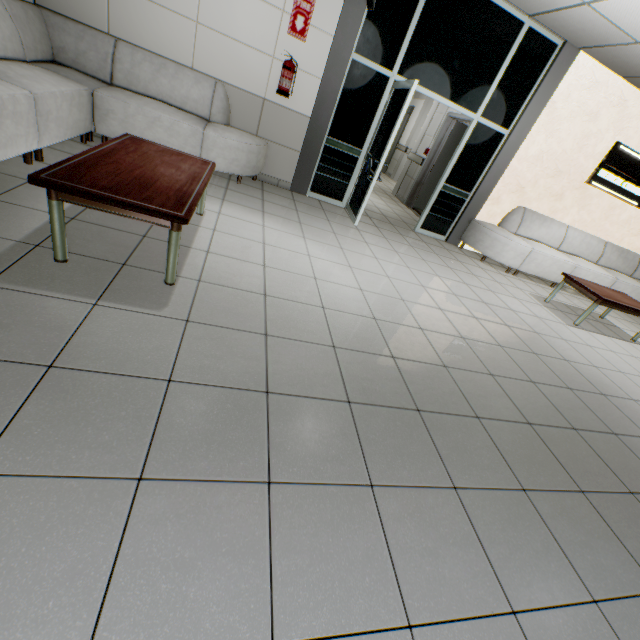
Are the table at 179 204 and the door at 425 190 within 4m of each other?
no

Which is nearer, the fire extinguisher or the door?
the fire extinguisher

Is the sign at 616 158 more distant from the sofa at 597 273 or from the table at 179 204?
the table at 179 204

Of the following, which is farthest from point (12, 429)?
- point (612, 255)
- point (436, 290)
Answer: point (612, 255)

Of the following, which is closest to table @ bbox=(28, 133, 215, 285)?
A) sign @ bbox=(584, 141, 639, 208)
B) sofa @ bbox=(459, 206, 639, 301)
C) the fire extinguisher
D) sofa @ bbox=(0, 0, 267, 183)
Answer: sofa @ bbox=(0, 0, 267, 183)

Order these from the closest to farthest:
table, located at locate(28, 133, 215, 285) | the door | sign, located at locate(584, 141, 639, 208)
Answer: table, located at locate(28, 133, 215, 285), sign, located at locate(584, 141, 639, 208), the door

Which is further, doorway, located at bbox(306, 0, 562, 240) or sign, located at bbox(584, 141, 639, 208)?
sign, located at bbox(584, 141, 639, 208)

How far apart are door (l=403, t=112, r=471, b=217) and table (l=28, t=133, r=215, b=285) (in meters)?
5.35
